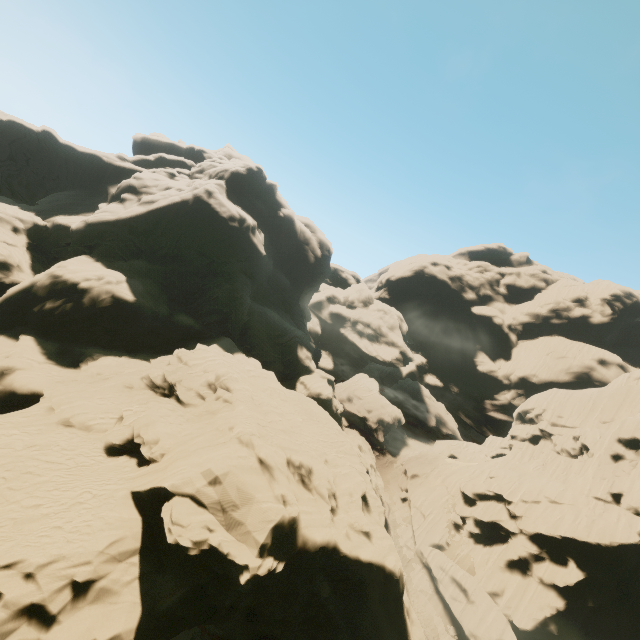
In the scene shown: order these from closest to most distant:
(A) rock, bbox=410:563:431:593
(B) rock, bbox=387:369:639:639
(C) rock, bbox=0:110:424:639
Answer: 1. (C) rock, bbox=0:110:424:639
2. (B) rock, bbox=387:369:639:639
3. (A) rock, bbox=410:563:431:593

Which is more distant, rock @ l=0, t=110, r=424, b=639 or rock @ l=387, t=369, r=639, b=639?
rock @ l=387, t=369, r=639, b=639

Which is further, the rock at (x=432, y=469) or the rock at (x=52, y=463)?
the rock at (x=432, y=469)

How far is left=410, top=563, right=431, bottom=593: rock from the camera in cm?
3812

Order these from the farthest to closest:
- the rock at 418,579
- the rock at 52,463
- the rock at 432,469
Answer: the rock at 418,579, the rock at 432,469, the rock at 52,463

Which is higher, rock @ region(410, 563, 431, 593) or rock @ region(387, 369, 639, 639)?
rock @ region(387, 369, 639, 639)

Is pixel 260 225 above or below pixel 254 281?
above
